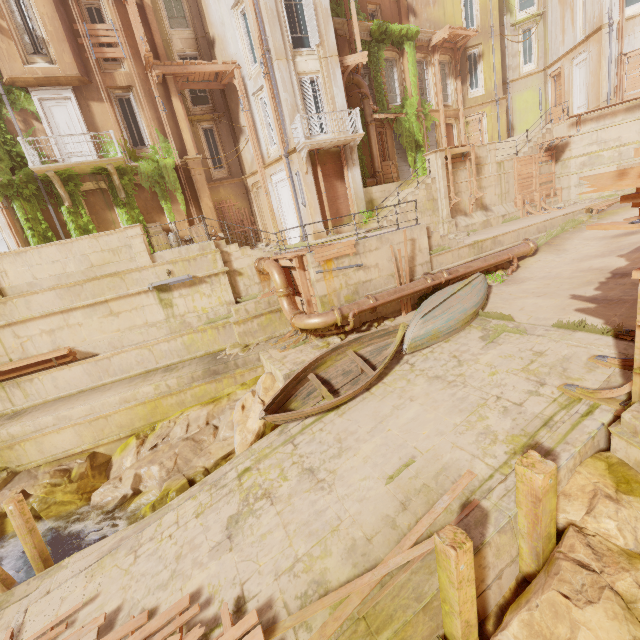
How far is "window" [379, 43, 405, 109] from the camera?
20.4m

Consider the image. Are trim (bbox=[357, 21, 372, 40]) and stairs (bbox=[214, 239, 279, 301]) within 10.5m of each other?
no

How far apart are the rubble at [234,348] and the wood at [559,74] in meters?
28.1

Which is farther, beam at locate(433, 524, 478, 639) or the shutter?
the shutter

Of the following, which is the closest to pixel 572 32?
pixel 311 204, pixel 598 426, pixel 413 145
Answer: pixel 413 145

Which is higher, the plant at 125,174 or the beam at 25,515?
the plant at 125,174

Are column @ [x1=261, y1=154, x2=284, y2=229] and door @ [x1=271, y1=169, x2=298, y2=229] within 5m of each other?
yes

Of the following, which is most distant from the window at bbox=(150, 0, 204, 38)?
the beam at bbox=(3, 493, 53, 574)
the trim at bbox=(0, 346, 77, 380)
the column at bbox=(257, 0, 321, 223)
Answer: the beam at bbox=(3, 493, 53, 574)
